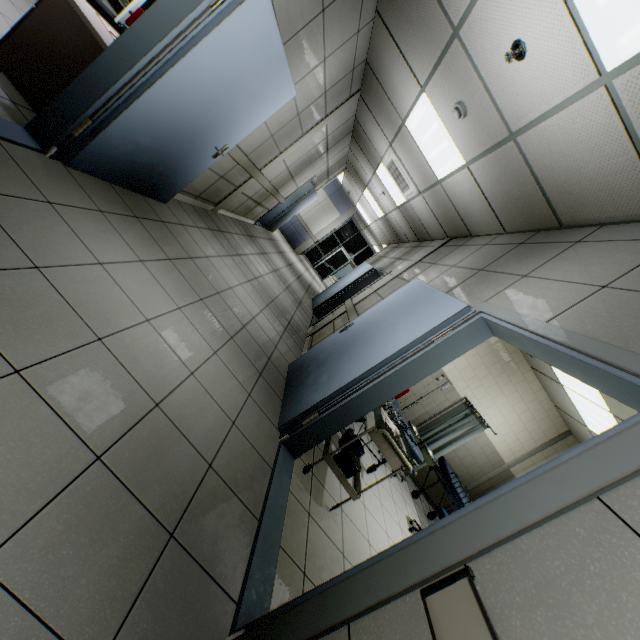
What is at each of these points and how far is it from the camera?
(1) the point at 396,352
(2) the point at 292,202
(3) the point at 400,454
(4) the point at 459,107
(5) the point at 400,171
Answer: (1) door, 2.8m
(2) door, 10.1m
(3) table, 2.7m
(4) fire alarm, 3.2m
(5) air conditioning vent, 5.9m

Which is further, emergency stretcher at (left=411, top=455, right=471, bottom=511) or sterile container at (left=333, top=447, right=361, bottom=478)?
emergency stretcher at (left=411, top=455, right=471, bottom=511)

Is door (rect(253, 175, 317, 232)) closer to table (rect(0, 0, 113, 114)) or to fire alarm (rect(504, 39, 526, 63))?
table (rect(0, 0, 113, 114))

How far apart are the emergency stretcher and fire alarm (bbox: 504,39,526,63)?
5.5 meters

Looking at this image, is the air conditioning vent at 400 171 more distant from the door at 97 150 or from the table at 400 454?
the table at 400 454

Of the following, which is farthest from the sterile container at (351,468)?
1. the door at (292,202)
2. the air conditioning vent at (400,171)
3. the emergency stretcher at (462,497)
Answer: the door at (292,202)

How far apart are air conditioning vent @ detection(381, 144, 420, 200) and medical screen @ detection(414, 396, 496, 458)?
4.0 meters

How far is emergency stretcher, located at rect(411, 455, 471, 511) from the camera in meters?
5.3
